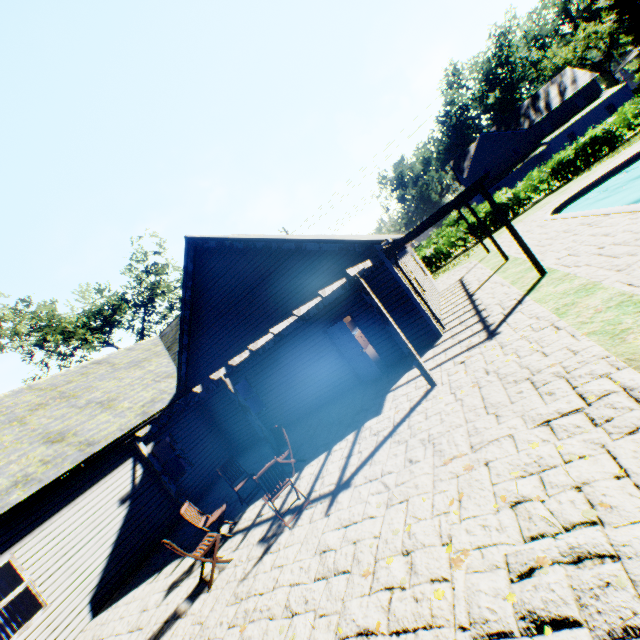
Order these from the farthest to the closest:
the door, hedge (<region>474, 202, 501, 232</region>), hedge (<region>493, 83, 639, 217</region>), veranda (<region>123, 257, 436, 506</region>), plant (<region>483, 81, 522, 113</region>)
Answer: plant (<region>483, 81, 522, 113</region>) < hedge (<region>474, 202, 501, 232</region>) < hedge (<region>493, 83, 639, 217</region>) < the door < veranda (<region>123, 257, 436, 506</region>)

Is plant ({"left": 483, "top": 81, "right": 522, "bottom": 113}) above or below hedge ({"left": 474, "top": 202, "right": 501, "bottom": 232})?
above

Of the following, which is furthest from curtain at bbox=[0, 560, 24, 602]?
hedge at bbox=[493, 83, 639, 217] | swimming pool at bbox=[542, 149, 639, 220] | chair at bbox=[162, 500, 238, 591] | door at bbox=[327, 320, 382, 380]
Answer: hedge at bbox=[493, 83, 639, 217]

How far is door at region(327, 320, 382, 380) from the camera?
10.20m

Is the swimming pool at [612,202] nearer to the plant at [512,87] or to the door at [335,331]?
the plant at [512,87]

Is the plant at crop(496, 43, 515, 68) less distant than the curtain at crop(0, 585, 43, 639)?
No

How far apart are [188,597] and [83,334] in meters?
29.7 m

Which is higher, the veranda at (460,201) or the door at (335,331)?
the veranda at (460,201)
